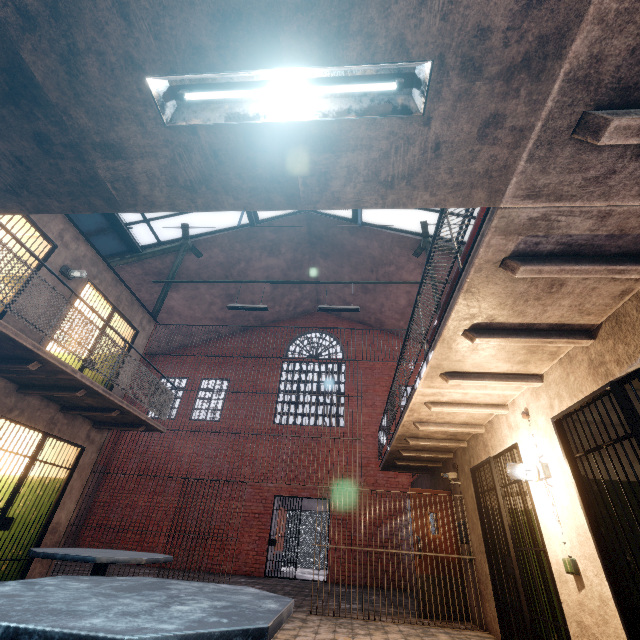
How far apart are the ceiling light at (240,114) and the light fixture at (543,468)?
4.2 meters

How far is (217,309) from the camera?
14.5 meters

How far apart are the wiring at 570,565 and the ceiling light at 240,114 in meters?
4.5

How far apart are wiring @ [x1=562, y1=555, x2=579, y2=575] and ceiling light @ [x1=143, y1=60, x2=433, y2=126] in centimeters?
446cm

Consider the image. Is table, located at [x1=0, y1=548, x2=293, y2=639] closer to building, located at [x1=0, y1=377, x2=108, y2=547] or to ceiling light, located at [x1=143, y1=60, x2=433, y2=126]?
ceiling light, located at [x1=143, y1=60, x2=433, y2=126]

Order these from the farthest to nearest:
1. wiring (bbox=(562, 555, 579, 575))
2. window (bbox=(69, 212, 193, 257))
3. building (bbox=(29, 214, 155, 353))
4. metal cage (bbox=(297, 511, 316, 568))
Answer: metal cage (bbox=(297, 511, 316, 568)) → window (bbox=(69, 212, 193, 257)) → building (bbox=(29, 214, 155, 353)) → wiring (bbox=(562, 555, 579, 575))

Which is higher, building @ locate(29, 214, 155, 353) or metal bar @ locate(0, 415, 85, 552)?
building @ locate(29, 214, 155, 353)

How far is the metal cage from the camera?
15.6m
